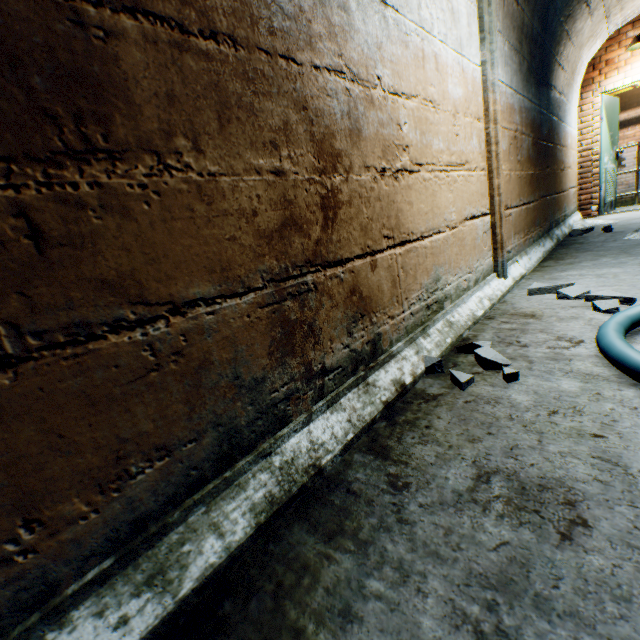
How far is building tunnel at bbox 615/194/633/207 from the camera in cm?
914

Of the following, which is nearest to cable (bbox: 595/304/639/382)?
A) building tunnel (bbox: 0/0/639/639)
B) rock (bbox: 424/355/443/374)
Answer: building tunnel (bbox: 0/0/639/639)

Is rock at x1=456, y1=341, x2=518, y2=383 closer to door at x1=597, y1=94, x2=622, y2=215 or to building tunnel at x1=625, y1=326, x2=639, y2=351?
building tunnel at x1=625, y1=326, x2=639, y2=351

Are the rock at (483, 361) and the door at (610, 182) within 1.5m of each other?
no

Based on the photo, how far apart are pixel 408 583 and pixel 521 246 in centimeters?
337cm

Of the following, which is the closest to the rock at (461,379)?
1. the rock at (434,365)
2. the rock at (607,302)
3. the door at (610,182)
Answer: the rock at (434,365)

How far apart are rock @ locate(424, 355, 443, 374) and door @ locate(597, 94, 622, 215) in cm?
708

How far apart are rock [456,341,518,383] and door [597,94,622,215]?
6.8m
